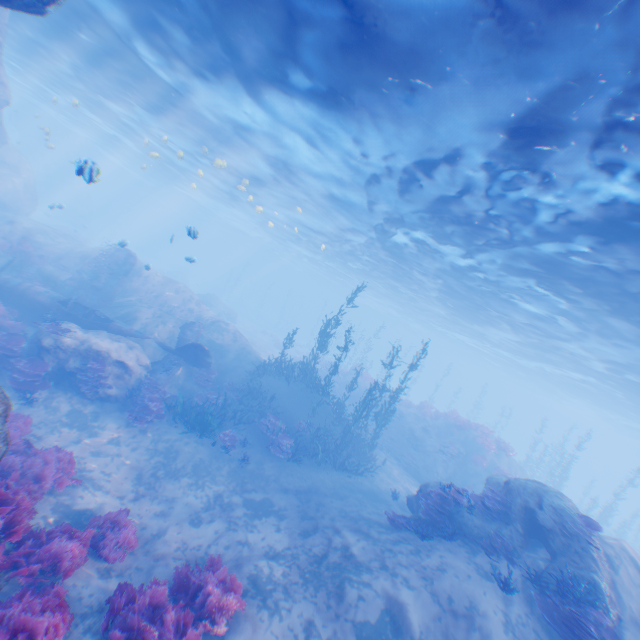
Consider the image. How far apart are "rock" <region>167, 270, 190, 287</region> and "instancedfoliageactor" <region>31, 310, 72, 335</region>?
35.9 meters

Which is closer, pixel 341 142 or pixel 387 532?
pixel 387 532

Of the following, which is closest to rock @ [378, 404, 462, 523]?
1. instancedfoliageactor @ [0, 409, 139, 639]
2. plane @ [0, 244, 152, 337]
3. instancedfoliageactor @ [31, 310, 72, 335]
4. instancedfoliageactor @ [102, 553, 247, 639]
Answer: plane @ [0, 244, 152, 337]

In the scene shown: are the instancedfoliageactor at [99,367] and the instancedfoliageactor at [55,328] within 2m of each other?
yes

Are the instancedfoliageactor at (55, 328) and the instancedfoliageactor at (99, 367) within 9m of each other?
yes

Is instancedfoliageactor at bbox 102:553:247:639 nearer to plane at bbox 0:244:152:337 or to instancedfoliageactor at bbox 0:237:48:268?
plane at bbox 0:244:152:337

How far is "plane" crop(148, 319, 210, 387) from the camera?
15.5 meters

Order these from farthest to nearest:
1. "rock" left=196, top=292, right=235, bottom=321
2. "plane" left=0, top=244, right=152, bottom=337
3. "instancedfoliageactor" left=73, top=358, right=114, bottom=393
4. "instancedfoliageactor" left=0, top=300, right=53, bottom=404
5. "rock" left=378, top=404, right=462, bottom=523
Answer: "rock" left=196, top=292, right=235, bottom=321, "plane" left=0, top=244, right=152, bottom=337, "instancedfoliageactor" left=73, top=358, right=114, bottom=393, "rock" left=378, top=404, right=462, bottom=523, "instancedfoliageactor" left=0, top=300, right=53, bottom=404
